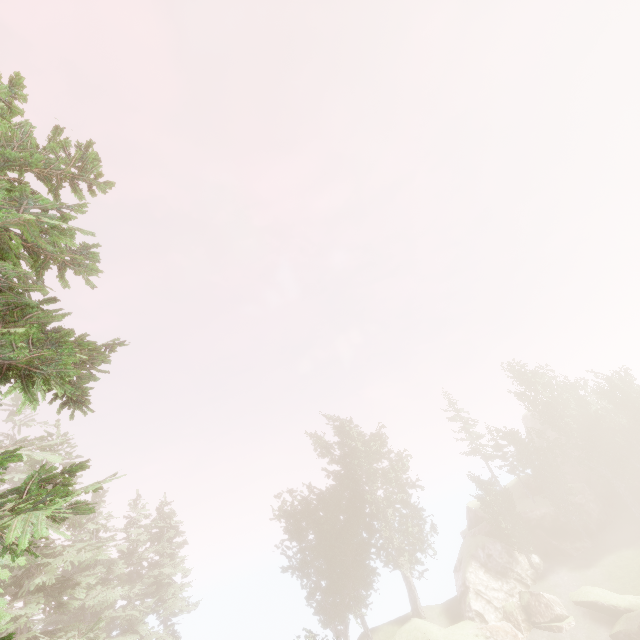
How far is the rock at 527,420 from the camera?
47.41m

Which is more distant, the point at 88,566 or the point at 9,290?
the point at 88,566

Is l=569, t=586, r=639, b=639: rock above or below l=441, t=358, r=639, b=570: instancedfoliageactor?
below

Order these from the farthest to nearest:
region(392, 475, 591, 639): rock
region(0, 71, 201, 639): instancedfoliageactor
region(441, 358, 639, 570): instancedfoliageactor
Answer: region(441, 358, 639, 570): instancedfoliageactor
region(392, 475, 591, 639): rock
region(0, 71, 201, 639): instancedfoliageactor

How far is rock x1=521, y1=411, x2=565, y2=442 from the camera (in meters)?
47.41

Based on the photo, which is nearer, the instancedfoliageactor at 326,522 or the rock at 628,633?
the rock at 628,633

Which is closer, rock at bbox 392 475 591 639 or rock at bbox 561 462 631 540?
rock at bbox 392 475 591 639
